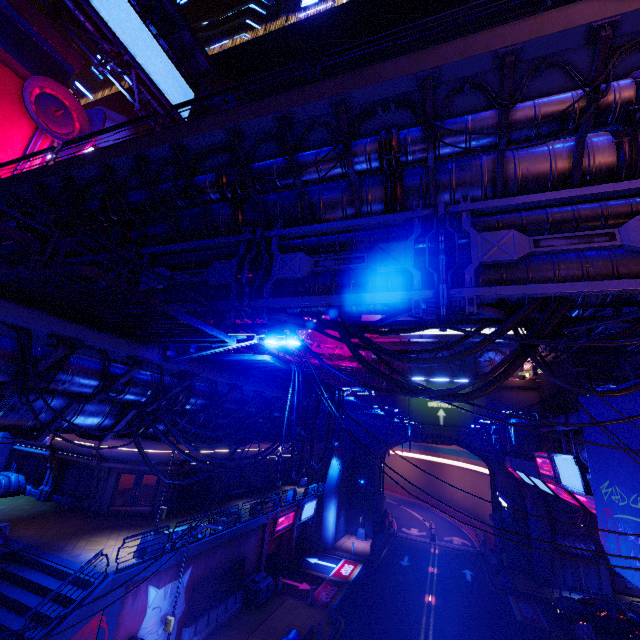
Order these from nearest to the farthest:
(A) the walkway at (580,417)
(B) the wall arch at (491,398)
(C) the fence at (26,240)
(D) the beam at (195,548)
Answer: (C) the fence at (26,240) < (A) the walkway at (580,417) < (D) the beam at (195,548) < (B) the wall arch at (491,398)

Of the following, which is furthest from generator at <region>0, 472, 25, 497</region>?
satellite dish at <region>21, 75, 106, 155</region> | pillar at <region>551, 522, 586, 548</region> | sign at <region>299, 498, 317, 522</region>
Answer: pillar at <region>551, 522, 586, 548</region>

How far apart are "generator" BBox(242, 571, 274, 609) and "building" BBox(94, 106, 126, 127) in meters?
43.6

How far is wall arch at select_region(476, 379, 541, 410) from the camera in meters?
35.8

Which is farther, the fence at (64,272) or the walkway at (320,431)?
the walkway at (320,431)

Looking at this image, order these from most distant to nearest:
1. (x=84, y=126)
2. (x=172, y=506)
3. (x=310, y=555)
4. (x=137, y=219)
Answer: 1. (x=310, y=555)
2. (x=84, y=126)
3. (x=172, y=506)
4. (x=137, y=219)

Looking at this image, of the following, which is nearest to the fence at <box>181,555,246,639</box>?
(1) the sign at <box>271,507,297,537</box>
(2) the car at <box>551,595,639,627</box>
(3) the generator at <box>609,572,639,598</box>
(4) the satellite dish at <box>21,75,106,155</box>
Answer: (1) the sign at <box>271,507,297,537</box>

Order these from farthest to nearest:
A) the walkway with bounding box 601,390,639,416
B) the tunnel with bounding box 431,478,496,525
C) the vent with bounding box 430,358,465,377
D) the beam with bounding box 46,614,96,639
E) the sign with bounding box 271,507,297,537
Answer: the tunnel with bounding box 431,478,496,525, the vent with bounding box 430,358,465,377, the sign with bounding box 271,507,297,537, the beam with bounding box 46,614,96,639, the walkway with bounding box 601,390,639,416
